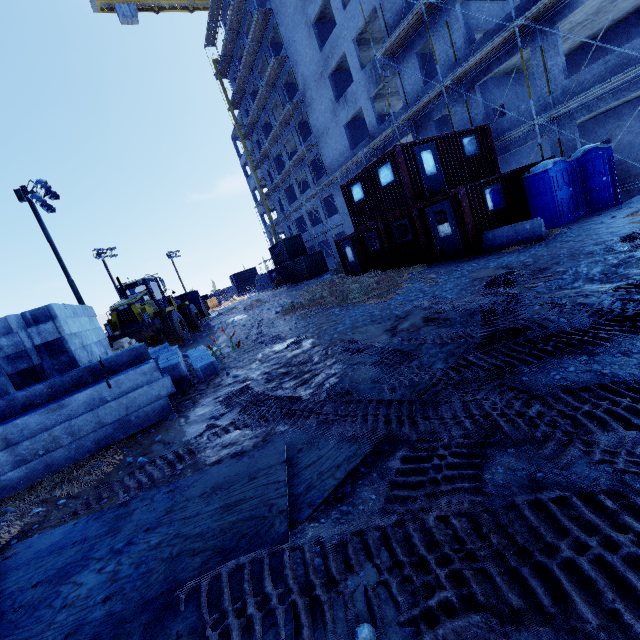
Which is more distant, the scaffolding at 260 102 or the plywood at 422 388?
the scaffolding at 260 102

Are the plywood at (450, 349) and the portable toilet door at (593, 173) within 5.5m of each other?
no

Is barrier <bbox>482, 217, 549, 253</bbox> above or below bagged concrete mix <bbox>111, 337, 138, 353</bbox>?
below

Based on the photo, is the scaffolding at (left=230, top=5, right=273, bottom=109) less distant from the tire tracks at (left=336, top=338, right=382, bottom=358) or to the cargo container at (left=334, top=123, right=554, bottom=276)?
the cargo container at (left=334, top=123, right=554, bottom=276)

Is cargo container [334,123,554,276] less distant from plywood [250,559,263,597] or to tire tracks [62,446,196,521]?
tire tracks [62,446,196,521]

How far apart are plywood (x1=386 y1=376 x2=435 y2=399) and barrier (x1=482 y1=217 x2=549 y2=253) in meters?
7.6 m

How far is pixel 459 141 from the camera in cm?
1490

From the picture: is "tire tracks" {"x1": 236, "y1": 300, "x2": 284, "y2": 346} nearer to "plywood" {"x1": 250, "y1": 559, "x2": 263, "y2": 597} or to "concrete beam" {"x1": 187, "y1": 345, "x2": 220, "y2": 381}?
"concrete beam" {"x1": 187, "y1": 345, "x2": 220, "y2": 381}
